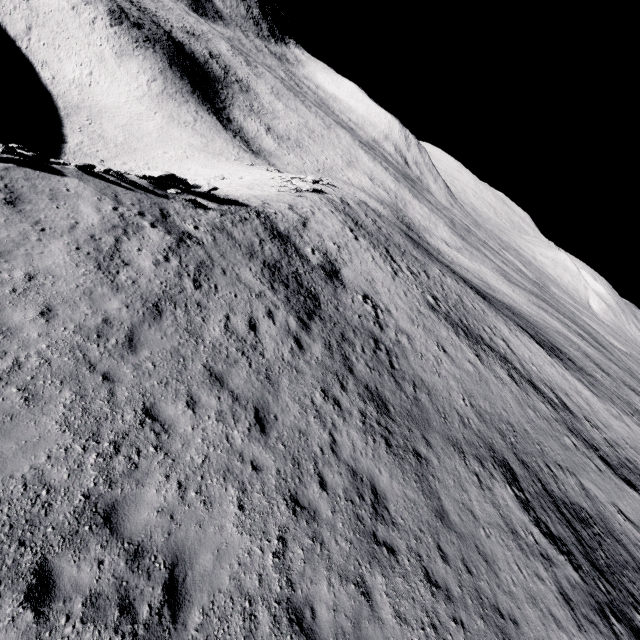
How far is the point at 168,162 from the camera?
54.8m

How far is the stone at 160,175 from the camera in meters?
16.3 m

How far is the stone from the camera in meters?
16.3 m
